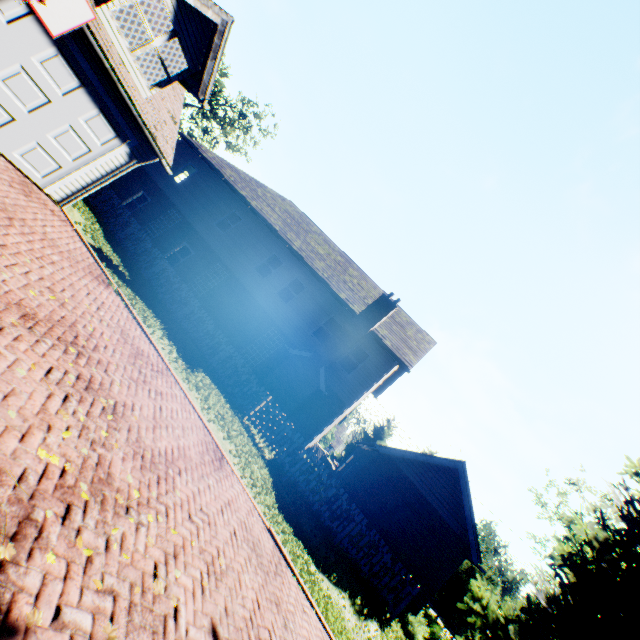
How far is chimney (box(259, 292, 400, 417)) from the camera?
14.9 meters

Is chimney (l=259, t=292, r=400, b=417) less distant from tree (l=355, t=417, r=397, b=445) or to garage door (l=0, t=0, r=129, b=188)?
tree (l=355, t=417, r=397, b=445)

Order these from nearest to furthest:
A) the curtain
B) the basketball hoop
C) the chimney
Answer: the basketball hoop, the chimney, the curtain

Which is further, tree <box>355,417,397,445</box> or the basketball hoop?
tree <box>355,417,397,445</box>

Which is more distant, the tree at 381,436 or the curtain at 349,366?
the tree at 381,436

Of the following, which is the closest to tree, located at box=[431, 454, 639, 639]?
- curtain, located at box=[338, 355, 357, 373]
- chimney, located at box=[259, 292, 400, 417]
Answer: chimney, located at box=[259, 292, 400, 417]

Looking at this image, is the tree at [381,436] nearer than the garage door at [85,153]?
No

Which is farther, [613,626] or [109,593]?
[613,626]
